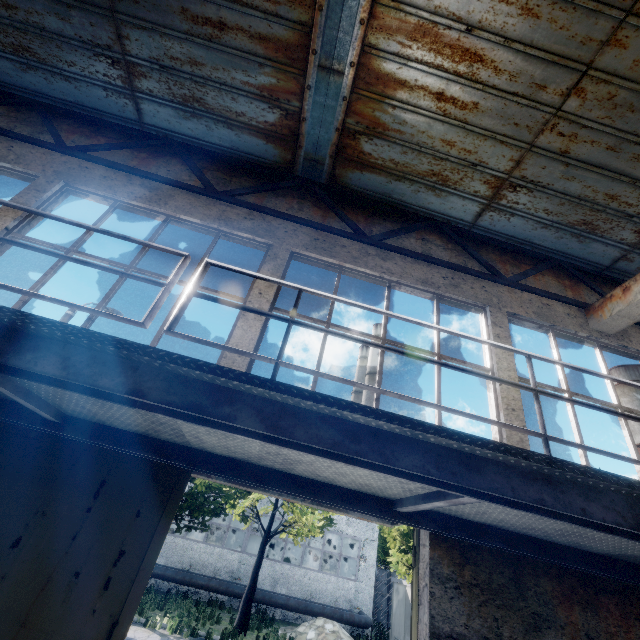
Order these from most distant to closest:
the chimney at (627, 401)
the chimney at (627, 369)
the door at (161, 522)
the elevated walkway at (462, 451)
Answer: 1. the chimney at (627, 369)
2. the chimney at (627, 401)
3. the door at (161, 522)
4. the elevated walkway at (462, 451)

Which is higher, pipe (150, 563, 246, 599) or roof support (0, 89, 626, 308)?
roof support (0, 89, 626, 308)

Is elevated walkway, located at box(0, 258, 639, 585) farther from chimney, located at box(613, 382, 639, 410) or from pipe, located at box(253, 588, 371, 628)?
chimney, located at box(613, 382, 639, 410)

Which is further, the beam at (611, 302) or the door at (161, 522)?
the beam at (611, 302)

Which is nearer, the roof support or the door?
the door

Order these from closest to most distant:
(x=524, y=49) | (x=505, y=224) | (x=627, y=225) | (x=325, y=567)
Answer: (x=524, y=49) → (x=627, y=225) → (x=505, y=224) → (x=325, y=567)

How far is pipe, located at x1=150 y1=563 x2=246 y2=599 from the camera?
18.4 meters
